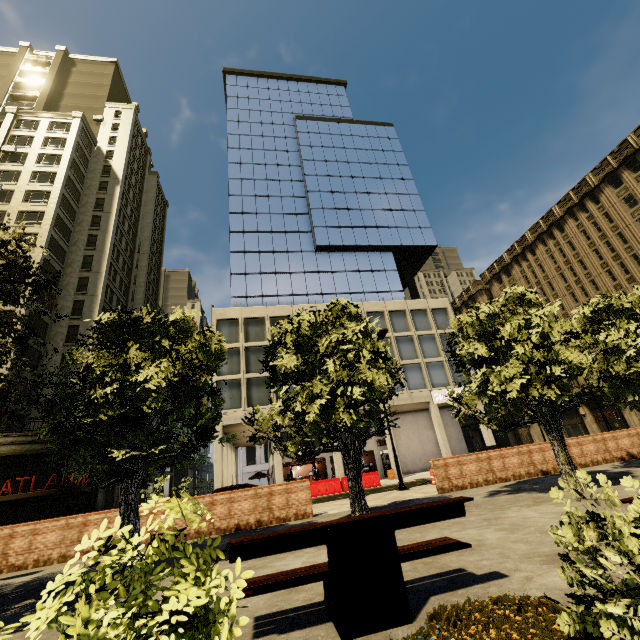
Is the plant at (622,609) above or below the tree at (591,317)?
below

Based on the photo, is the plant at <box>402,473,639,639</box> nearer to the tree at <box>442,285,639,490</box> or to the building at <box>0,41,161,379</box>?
the tree at <box>442,285,639,490</box>

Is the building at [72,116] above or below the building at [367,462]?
above

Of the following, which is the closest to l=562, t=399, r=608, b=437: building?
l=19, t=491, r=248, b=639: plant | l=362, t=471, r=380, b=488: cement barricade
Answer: l=362, t=471, r=380, b=488: cement barricade

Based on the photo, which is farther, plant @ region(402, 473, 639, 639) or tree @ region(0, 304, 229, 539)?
tree @ region(0, 304, 229, 539)

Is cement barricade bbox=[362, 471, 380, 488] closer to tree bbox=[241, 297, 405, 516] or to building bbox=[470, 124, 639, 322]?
building bbox=[470, 124, 639, 322]

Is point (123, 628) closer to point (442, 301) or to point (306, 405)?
point (306, 405)

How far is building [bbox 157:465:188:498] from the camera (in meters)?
46.04
